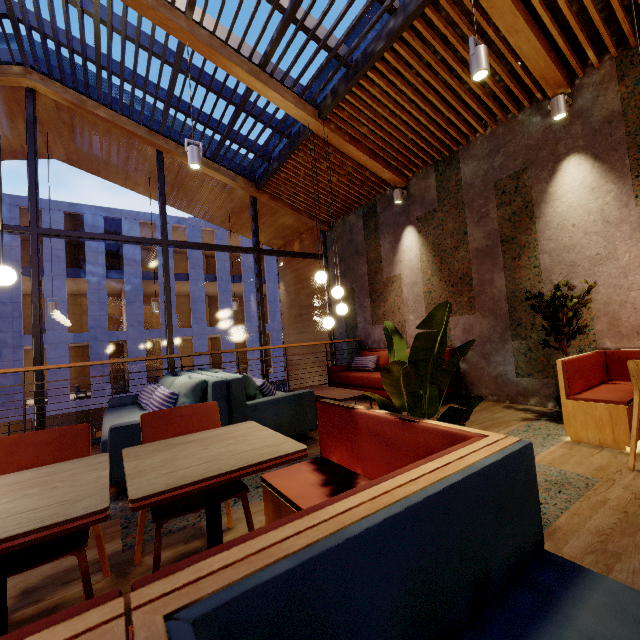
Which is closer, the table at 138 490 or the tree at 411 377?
the table at 138 490

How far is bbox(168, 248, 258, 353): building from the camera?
22.9m

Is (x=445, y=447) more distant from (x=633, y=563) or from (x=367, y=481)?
(x=633, y=563)

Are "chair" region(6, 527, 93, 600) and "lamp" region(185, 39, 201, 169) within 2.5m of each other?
no

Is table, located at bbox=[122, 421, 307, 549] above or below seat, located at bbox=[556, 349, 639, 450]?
above

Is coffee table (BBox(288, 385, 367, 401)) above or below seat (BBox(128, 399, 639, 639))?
below

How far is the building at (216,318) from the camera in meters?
22.9 m

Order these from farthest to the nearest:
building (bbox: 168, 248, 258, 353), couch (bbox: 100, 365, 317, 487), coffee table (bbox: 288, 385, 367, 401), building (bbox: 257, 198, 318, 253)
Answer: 1. building (bbox: 168, 248, 258, 353)
2. building (bbox: 257, 198, 318, 253)
3. coffee table (bbox: 288, 385, 367, 401)
4. couch (bbox: 100, 365, 317, 487)
